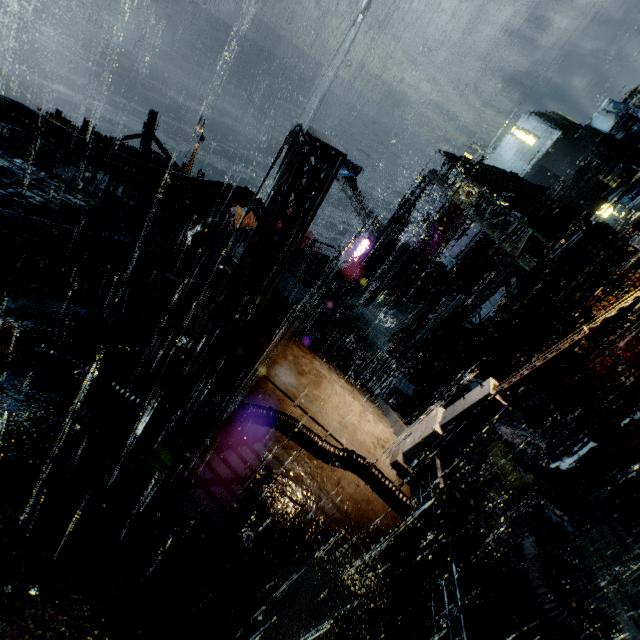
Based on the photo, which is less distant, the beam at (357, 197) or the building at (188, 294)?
the building at (188, 294)

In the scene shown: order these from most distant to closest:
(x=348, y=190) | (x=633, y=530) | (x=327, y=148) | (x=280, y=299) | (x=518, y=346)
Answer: (x=348, y=190) → (x=518, y=346) → (x=633, y=530) → (x=280, y=299) → (x=327, y=148)

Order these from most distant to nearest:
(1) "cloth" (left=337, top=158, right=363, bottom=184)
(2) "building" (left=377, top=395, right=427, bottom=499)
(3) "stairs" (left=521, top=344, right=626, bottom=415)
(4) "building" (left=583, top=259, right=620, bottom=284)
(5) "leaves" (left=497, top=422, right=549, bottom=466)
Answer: (1) "cloth" (left=337, top=158, right=363, bottom=184) → (3) "stairs" (left=521, top=344, right=626, bottom=415) → (4) "building" (left=583, top=259, right=620, bottom=284) → (5) "leaves" (left=497, top=422, right=549, bottom=466) → (2) "building" (left=377, top=395, right=427, bottom=499)

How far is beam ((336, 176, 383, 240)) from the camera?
22.80m

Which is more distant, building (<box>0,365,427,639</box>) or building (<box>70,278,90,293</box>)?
building (<box>70,278,90,293</box>)

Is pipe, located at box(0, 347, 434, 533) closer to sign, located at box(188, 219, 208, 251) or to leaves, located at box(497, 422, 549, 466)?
sign, located at box(188, 219, 208, 251)

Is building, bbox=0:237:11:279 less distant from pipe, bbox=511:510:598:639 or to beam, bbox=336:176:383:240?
beam, bbox=336:176:383:240

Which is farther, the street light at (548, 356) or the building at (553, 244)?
the building at (553, 244)
